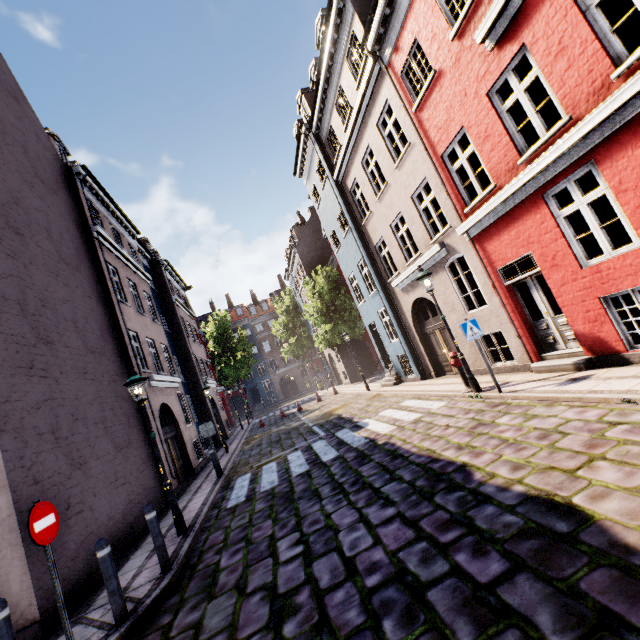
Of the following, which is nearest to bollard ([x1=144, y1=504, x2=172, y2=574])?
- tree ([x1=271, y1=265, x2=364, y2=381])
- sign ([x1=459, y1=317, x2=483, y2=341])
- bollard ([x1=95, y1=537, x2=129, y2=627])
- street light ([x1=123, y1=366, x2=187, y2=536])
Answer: bollard ([x1=95, y1=537, x2=129, y2=627])

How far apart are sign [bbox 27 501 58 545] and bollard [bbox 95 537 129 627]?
0.5m

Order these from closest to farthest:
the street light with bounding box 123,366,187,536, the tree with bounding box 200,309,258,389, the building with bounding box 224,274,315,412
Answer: the street light with bounding box 123,366,187,536 → the tree with bounding box 200,309,258,389 → the building with bounding box 224,274,315,412

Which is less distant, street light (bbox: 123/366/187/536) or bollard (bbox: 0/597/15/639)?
bollard (bbox: 0/597/15/639)

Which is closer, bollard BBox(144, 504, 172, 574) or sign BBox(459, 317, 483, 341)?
bollard BBox(144, 504, 172, 574)

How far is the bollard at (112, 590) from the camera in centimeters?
436cm

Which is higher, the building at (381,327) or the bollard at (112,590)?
the building at (381,327)

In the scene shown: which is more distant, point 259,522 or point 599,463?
point 259,522
